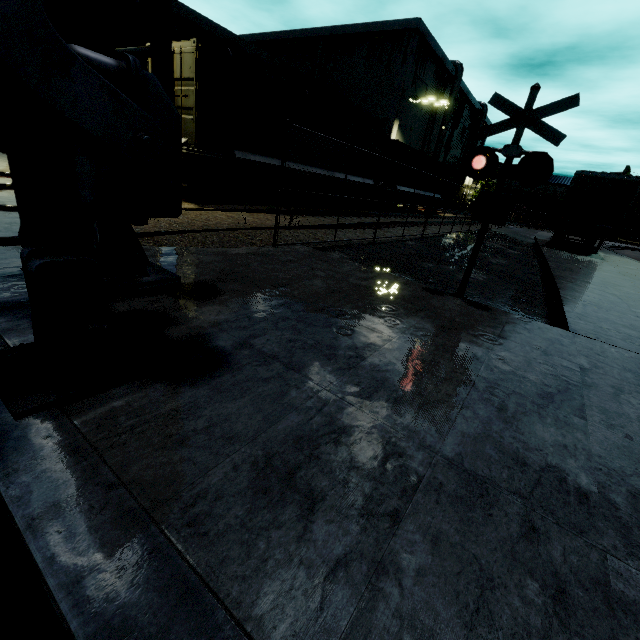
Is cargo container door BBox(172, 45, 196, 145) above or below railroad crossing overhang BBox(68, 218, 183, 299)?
above

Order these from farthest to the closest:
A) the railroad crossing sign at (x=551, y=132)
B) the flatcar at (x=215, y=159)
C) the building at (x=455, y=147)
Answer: the building at (x=455, y=147) < the flatcar at (x=215, y=159) < the railroad crossing sign at (x=551, y=132)

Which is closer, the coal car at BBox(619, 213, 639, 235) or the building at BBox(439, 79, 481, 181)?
the building at BBox(439, 79, 481, 181)

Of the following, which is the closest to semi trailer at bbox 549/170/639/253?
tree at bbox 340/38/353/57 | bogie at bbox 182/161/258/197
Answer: bogie at bbox 182/161/258/197

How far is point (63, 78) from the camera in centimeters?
125cm

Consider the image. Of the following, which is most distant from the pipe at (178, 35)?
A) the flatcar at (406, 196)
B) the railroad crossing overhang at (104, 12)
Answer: the railroad crossing overhang at (104, 12)

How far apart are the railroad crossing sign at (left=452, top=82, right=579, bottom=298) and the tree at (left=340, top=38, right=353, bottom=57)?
38.3 meters

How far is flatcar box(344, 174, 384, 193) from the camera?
16.5 meters
